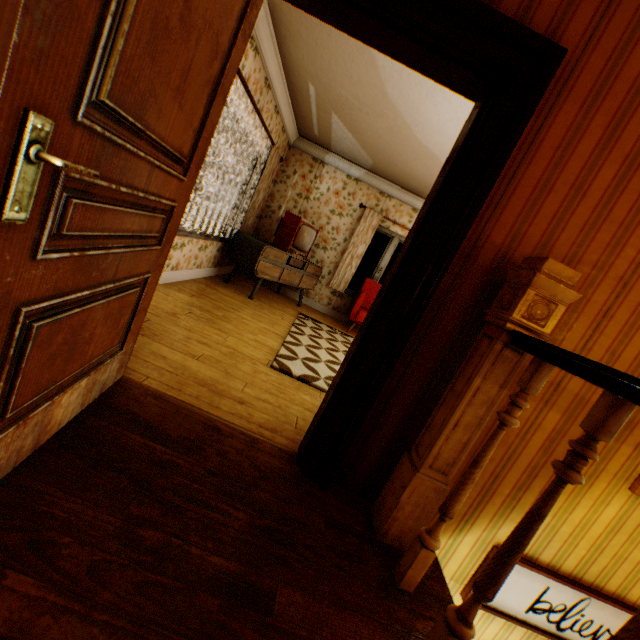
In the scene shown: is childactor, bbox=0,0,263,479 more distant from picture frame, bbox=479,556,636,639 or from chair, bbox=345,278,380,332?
chair, bbox=345,278,380,332

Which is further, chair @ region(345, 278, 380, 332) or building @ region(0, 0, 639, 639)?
chair @ region(345, 278, 380, 332)

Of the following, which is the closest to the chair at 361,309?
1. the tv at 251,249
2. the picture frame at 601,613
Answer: the tv at 251,249

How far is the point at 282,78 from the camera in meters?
4.5 m

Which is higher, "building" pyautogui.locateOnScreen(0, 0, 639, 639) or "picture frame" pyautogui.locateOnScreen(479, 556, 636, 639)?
"building" pyautogui.locateOnScreen(0, 0, 639, 639)

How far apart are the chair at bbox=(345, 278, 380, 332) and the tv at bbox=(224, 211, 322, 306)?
0.87m

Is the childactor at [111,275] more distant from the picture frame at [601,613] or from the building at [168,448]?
the picture frame at [601,613]

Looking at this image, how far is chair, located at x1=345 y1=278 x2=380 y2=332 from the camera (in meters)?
6.44
